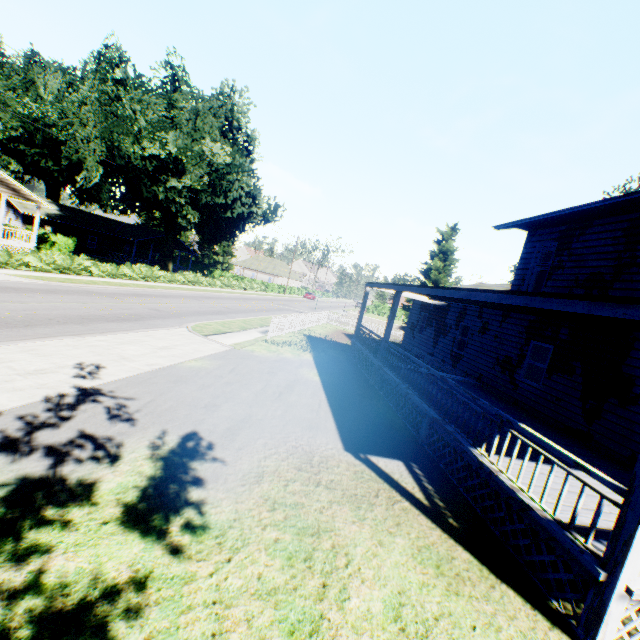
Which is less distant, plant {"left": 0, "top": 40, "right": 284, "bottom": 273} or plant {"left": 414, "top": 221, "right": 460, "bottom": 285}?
plant {"left": 0, "top": 40, "right": 284, "bottom": 273}

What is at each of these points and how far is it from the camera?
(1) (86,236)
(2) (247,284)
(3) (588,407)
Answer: (1) house, 42.1 meters
(2) hedge, 49.2 meters
(3) house, 9.6 meters

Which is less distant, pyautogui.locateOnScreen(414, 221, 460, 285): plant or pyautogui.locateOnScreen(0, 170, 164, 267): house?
pyautogui.locateOnScreen(0, 170, 164, 267): house

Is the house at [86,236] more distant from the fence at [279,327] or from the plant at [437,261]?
the fence at [279,327]

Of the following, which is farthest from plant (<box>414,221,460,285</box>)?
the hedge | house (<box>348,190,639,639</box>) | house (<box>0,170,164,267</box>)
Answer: house (<box>0,170,164,267</box>)

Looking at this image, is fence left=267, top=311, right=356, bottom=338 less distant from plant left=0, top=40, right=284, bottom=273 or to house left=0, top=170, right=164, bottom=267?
plant left=0, top=40, right=284, bottom=273

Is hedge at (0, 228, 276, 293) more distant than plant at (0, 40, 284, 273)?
No

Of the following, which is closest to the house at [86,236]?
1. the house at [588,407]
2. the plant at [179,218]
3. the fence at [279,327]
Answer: the plant at [179,218]
